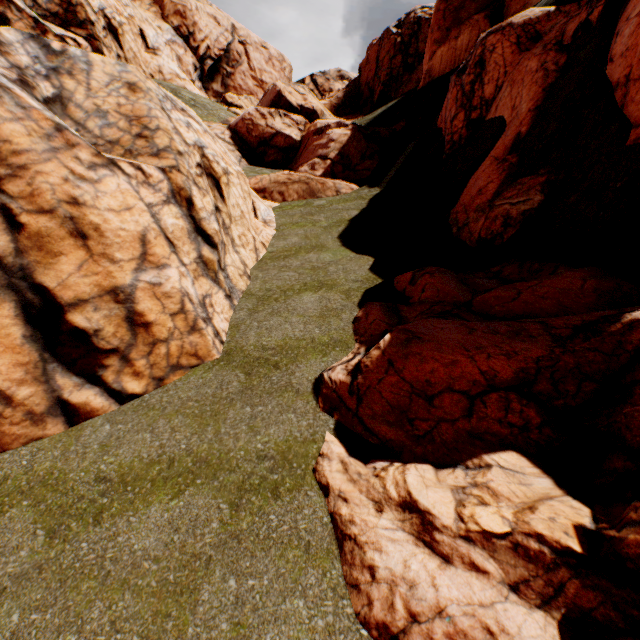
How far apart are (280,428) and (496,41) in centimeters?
1665cm

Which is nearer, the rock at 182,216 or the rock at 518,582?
the rock at 518,582

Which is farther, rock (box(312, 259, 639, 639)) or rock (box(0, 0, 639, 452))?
rock (box(0, 0, 639, 452))
